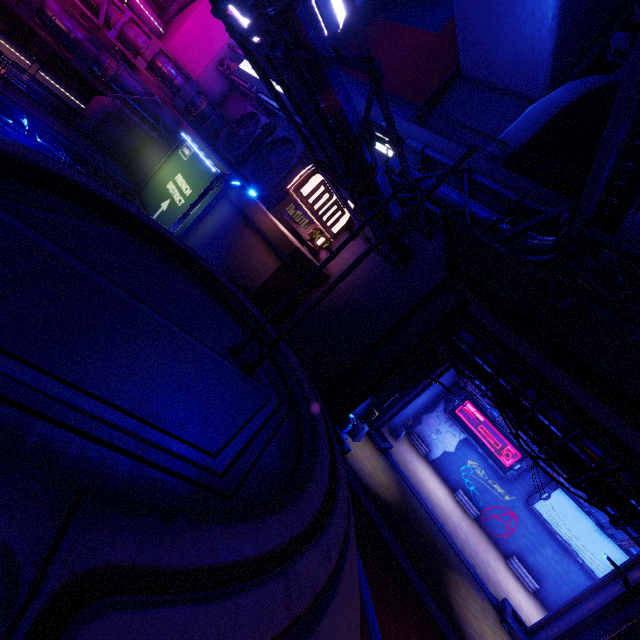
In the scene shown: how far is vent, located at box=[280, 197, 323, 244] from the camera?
17.5m

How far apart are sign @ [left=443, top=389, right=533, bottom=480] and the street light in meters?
27.9

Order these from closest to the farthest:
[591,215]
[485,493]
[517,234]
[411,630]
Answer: [591,215], [411,630], [517,234], [485,493]

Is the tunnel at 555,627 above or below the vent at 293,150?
below

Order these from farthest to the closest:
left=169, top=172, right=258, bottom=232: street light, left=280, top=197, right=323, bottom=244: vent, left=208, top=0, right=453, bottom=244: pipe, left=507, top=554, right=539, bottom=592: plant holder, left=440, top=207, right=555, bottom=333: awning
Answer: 1. left=507, top=554, right=539, bottom=592: plant holder
2. left=280, top=197, right=323, bottom=244: vent
3. left=440, top=207, right=555, bottom=333: awning
4. left=169, top=172, right=258, bottom=232: street light
5. left=208, top=0, right=453, bottom=244: pipe

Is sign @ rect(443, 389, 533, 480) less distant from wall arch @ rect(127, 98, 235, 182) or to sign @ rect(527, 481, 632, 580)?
sign @ rect(527, 481, 632, 580)

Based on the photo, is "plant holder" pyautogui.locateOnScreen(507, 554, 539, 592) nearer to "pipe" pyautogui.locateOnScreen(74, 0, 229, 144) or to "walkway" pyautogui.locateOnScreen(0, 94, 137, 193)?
"pipe" pyautogui.locateOnScreen(74, 0, 229, 144)

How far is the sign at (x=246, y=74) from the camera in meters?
21.7
